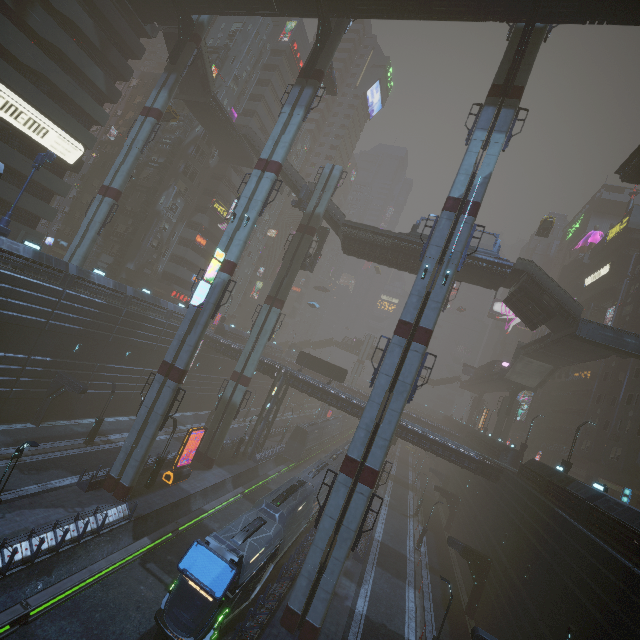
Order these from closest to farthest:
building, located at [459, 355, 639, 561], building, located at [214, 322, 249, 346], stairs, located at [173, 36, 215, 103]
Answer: building, located at [459, 355, 639, 561], stairs, located at [173, 36, 215, 103], building, located at [214, 322, 249, 346]

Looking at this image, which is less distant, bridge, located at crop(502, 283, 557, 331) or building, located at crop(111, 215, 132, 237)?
bridge, located at crop(502, 283, 557, 331)

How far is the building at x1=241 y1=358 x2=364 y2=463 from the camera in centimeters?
3819cm

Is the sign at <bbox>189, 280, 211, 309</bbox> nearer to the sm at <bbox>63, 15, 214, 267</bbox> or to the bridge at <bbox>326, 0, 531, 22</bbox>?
the sm at <bbox>63, 15, 214, 267</bbox>

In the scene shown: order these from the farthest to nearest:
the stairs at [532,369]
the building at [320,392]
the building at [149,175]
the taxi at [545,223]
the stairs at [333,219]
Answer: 1. the building at [149,175]
2. the stairs at [532,369]
3. the taxi at [545,223]
4. the building at [320,392]
5. the stairs at [333,219]

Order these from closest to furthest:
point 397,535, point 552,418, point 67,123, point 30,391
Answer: point 30,391 → point 67,123 → point 397,535 → point 552,418

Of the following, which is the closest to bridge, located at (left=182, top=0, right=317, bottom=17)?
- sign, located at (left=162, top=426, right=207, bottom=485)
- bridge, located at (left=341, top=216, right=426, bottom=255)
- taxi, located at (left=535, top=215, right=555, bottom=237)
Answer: Result: taxi, located at (left=535, top=215, right=555, bottom=237)

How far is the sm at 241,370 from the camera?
33.6 meters
